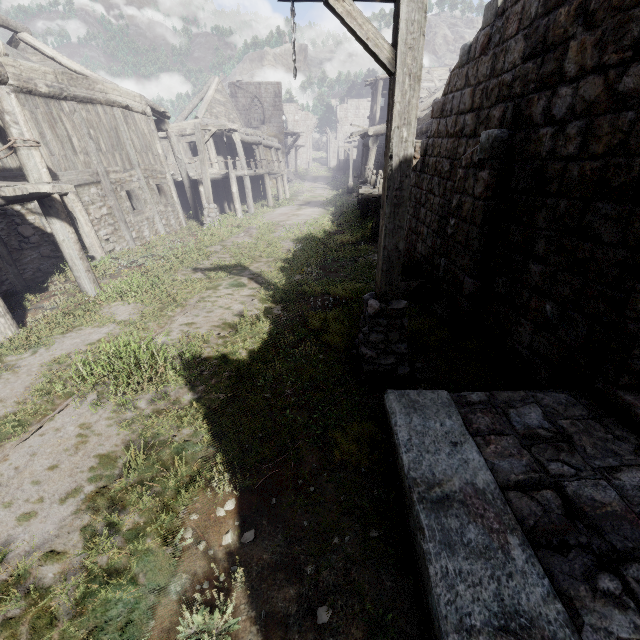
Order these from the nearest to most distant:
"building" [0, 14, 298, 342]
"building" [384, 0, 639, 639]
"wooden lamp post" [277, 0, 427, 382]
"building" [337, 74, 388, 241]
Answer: "building" [384, 0, 639, 639]
"wooden lamp post" [277, 0, 427, 382]
"building" [0, 14, 298, 342]
"building" [337, 74, 388, 241]

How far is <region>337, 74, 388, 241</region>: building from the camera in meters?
13.8

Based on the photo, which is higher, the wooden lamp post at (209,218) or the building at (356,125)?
the building at (356,125)

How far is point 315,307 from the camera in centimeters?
745cm

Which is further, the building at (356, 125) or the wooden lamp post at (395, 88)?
the building at (356, 125)

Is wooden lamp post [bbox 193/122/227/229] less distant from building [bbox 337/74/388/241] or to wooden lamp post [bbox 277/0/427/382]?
building [bbox 337/74/388/241]

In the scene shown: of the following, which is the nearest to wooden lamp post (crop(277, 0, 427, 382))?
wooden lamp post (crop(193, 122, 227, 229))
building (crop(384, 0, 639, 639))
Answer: building (crop(384, 0, 639, 639))
